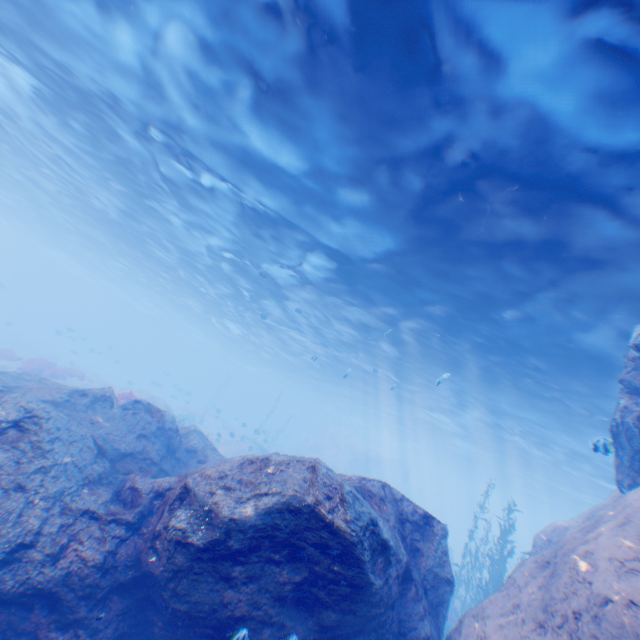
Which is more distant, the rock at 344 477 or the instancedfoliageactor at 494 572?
the instancedfoliageactor at 494 572

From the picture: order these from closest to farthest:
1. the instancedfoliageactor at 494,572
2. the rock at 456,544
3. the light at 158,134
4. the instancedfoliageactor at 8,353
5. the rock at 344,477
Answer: the rock at 344,477 < the light at 158,134 < the instancedfoliageactor at 494,572 < the instancedfoliageactor at 8,353 < the rock at 456,544

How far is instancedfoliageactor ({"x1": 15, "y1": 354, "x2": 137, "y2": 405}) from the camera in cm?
1625

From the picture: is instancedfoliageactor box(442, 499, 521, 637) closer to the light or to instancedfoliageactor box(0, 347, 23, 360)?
the light

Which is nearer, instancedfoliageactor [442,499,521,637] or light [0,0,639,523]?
light [0,0,639,523]

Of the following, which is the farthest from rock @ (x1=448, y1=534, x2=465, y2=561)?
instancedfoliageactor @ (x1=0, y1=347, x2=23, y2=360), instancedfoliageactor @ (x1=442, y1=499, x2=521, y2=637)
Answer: instancedfoliageactor @ (x1=0, y1=347, x2=23, y2=360)

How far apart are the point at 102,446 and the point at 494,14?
12.68m
